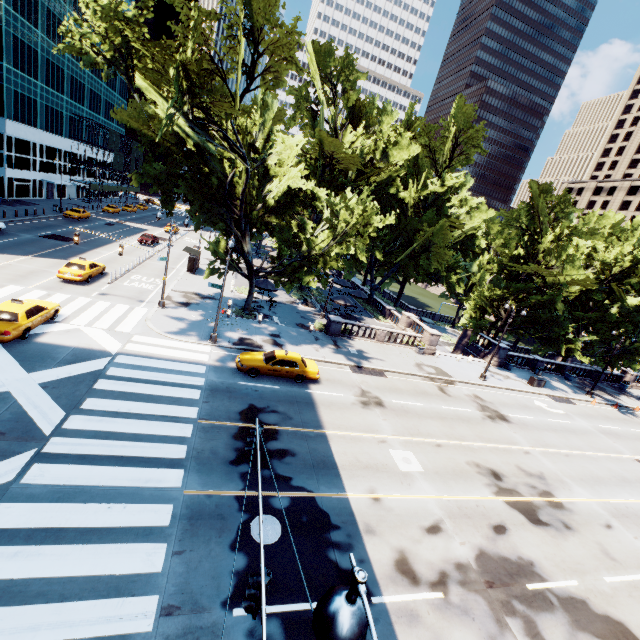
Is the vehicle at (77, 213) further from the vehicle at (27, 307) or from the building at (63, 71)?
the vehicle at (27, 307)

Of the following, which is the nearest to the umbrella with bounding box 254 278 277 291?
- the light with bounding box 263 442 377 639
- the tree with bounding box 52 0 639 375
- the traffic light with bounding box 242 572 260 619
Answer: the tree with bounding box 52 0 639 375

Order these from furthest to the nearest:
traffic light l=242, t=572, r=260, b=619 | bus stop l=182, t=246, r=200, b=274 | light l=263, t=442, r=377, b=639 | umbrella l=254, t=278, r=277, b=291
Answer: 1. bus stop l=182, t=246, r=200, b=274
2. umbrella l=254, t=278, r=277, b=291
3. traffic light l=242, t=572, r=260, b=619
4. light l=263, t=442, r=377, b=639

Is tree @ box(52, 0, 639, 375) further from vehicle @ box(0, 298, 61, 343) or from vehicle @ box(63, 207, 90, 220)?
vehicle @ box(63, 207, 90, 220)

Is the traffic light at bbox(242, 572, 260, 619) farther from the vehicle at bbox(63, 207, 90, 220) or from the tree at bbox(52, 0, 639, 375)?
the vehicle at bbox(63, 207, 90, 220)

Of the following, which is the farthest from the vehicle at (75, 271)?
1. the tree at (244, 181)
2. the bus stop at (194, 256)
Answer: the tree at (244, 181)

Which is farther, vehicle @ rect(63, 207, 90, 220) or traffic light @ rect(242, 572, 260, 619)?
vehicle @ rect(63, 207, 90, 220)

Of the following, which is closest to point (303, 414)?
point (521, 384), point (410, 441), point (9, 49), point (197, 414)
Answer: point (197, 414)
